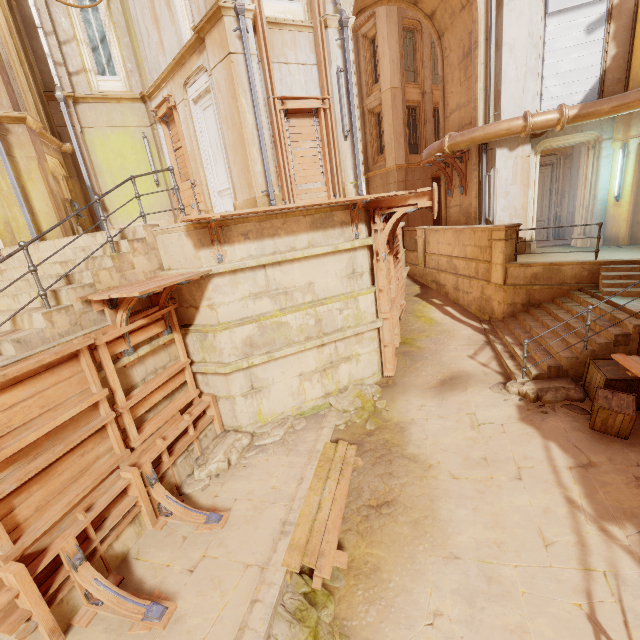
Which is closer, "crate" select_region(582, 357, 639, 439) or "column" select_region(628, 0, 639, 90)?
"crate" select_region(582, 357, 639, 439)

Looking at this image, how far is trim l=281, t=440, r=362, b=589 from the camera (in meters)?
4.75

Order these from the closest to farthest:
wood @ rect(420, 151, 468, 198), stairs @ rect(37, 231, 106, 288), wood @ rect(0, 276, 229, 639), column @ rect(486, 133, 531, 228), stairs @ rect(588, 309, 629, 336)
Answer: wood @ rect(0, 276, 229, 639) < stairs @ rect(37, 231, 106, 288) < stairs @ rect(588, 309, 629, 336) < column @ rect(486, 133, 531, 228) < wood @ rect(420, 151, 468, 198)

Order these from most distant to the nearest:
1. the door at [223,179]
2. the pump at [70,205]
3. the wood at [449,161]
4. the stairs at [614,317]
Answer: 1. the wood at [449,161]
2. the pump at [70,205]
3. the door at [223,179]
4. the stairs at [614,317]

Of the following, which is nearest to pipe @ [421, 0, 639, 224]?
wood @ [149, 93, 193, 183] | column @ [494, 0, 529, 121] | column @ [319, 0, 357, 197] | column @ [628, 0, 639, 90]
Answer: column @ [494, 0, 529, 121]

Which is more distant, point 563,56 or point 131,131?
point 131,131

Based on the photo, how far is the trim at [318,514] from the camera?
4.7 meters

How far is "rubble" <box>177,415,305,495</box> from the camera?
6.5 meters
